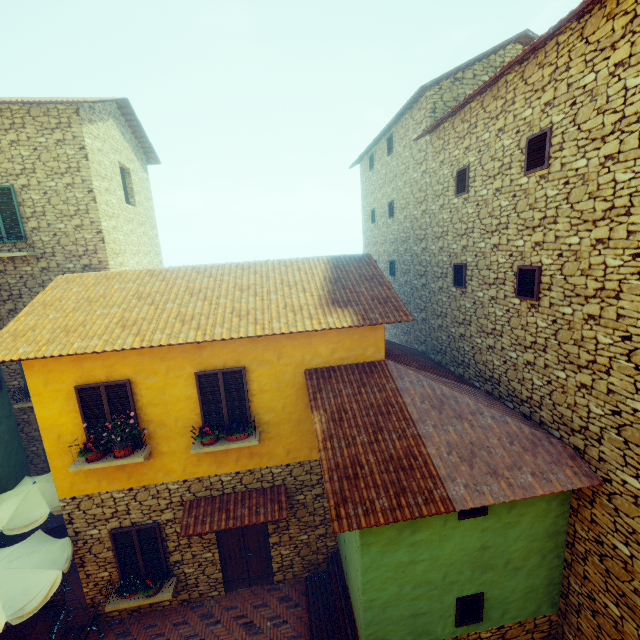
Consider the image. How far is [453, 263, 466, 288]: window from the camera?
8.82m

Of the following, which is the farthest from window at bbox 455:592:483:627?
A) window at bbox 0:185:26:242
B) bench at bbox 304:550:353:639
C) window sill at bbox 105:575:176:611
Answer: window at bbox 0:185:26:242

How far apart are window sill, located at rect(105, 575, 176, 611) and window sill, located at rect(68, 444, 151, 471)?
3.0 meters

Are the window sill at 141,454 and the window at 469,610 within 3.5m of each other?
no

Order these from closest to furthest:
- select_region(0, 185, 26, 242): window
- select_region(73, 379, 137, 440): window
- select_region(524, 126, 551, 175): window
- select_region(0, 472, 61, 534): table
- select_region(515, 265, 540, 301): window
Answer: select_region(524, 126, 551, 175): window, select_region(515, 265, 540, 301): window, select_region(73, 379, 137, 440): window, select_region(0, 472, 61, 534): table, select_region(0, 185, 26, 242): window

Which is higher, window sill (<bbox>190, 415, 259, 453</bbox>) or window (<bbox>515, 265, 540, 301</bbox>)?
window (<bbox>515, 265, 540, 301</bbox>)

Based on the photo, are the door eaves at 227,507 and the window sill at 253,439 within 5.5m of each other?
yes

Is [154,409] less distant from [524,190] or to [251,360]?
[251,360]
